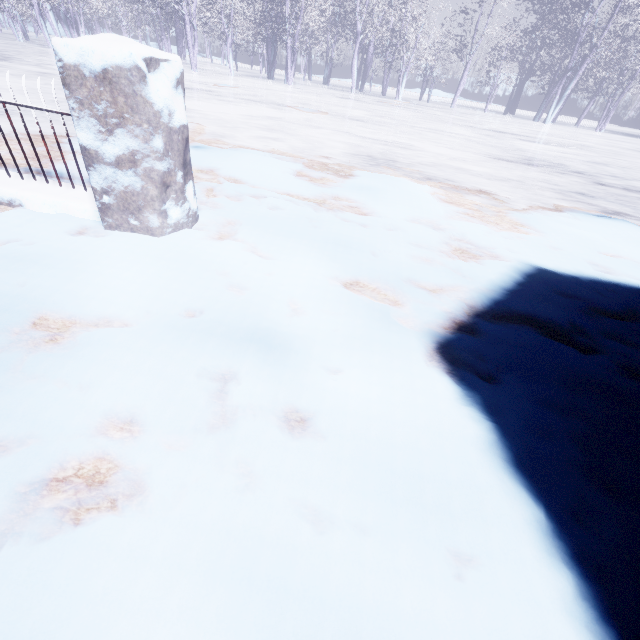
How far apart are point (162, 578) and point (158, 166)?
1.8 meters
